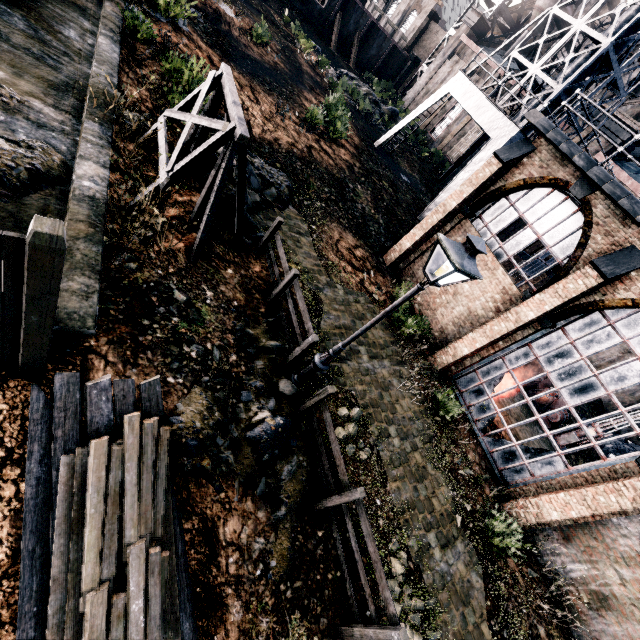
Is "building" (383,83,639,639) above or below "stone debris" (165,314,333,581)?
above

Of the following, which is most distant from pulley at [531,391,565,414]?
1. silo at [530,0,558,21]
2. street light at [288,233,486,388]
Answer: silo at [530,0,558,21]

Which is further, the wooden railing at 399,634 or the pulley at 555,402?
the pulley at 555,402

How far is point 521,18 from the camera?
38.8m

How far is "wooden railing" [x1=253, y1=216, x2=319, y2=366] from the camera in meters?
8.3

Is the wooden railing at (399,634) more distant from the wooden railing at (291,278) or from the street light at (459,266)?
the wooden railing at (291,278)

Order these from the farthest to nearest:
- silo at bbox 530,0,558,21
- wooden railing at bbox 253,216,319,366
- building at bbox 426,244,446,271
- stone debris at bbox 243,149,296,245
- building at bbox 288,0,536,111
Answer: building at bbox 288,0,536,111
silo at bbox 530,0,558,21
building at bbox 426,244,446,271
stone debris at bbox 243,149,296,245
wooden railing at bbox 253,216,319,366

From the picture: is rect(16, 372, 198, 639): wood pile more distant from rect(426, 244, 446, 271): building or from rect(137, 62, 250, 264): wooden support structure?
rect(426, 244, 446, 271): building
